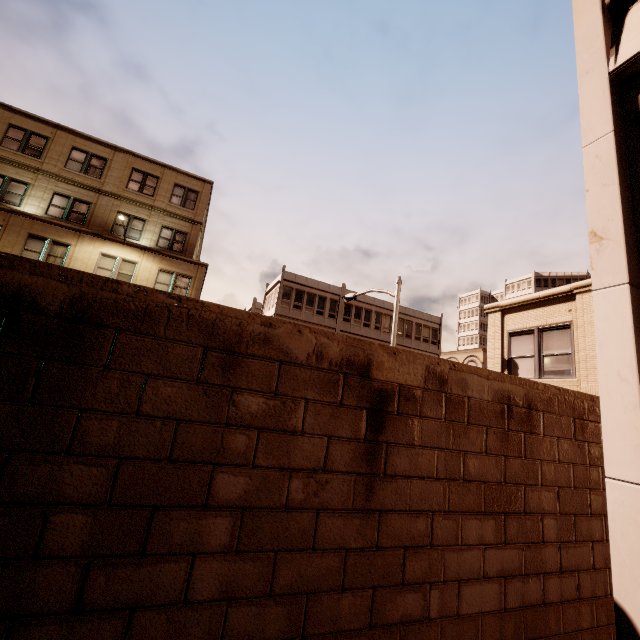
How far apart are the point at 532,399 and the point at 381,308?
31.7 meters

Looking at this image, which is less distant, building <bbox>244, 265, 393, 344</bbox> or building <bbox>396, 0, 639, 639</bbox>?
building <bbox>396, 0, 639, 639</bbox>

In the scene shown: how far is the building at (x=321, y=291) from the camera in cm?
3225

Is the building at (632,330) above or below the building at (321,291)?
below

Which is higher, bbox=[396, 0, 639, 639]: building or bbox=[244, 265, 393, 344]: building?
bbox=[244, 265, 393, 344]: building

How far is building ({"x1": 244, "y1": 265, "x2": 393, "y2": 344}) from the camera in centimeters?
3225cm
